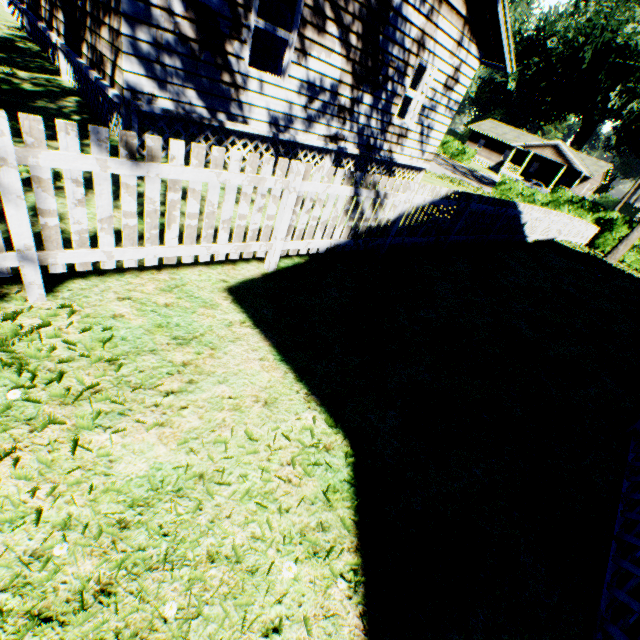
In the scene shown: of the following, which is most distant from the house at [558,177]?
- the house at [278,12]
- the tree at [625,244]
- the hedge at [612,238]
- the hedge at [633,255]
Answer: the house at [278,12]

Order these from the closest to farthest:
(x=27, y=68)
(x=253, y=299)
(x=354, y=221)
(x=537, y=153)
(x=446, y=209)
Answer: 1. (x=253, y=299)
2. (x=446, y=209)
3. (x=354, y=221)
4. (x=27, y=68)
5. (x=537, y=153)

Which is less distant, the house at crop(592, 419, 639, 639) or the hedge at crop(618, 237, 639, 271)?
the house at crop(592, 419, 639, 639)

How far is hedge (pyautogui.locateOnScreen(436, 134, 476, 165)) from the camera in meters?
44.1

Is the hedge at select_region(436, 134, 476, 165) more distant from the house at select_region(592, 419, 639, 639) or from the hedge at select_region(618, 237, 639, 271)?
the hedge at select_region(618, 237, 639, 271)

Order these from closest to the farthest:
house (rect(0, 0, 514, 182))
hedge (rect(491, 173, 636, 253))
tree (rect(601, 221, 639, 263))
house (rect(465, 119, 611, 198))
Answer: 1. house (rect(0, 0, 514, 182))
2. tree (rect(601, 221, 639, 263))
3. hedge (rect(491, 173, 636, 253))
4. house (rect(465, 119, 611, 198))

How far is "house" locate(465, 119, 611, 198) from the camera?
45.1 meters

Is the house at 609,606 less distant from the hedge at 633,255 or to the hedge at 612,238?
the hedge at 633,255
